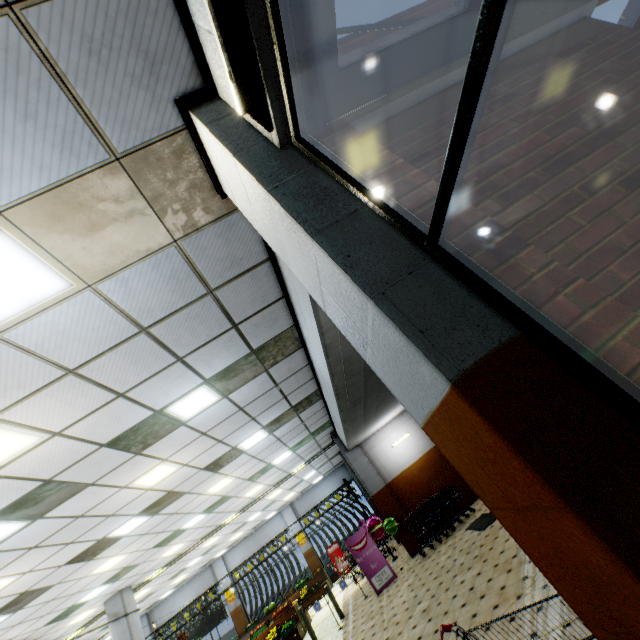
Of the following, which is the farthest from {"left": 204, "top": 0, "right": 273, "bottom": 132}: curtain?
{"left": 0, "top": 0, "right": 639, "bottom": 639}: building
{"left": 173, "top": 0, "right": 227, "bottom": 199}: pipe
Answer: {"left": 173, "top": 0, "right": 227, "bottom": 199}: pipe

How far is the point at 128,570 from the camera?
10.68m

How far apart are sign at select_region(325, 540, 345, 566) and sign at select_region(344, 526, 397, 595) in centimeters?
999cm

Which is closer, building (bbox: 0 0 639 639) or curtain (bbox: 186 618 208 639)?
building (bbox: 0 0 639 639)

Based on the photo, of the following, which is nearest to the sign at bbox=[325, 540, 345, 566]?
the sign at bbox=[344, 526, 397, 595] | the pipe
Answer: the pipe

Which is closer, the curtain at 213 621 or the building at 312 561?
the curtain at 213 621

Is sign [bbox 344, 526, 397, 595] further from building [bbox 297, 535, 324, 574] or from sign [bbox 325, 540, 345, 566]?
sign [bbox 325, 540, 345, 566]
